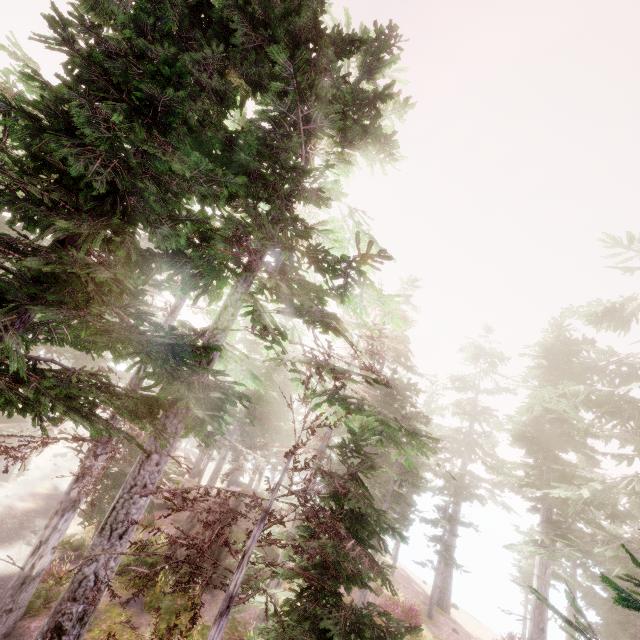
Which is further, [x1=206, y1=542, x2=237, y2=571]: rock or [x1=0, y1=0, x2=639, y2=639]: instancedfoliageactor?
[x1=206, y1=542, x2=237, y2=571]: rock

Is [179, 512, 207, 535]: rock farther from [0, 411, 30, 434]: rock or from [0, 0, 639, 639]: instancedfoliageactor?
[0, 411, 30, 434]: rock

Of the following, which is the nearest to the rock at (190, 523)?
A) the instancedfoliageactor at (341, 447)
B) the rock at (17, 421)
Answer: the instancedfoliageactor at (341, 447)

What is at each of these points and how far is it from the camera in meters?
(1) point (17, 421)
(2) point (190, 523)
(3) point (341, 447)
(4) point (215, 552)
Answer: (1) rock, 27.8 m
(2) rock, 18.6 m
(3) instancedfoliageactor, 8.9 m
(4) rock, 17.3 m

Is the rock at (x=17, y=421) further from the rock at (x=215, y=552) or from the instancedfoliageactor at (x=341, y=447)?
the rock at (x=215, y=552)

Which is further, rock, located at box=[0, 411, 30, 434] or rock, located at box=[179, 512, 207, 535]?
rock, located at box=[0, 411, 30, 434]
